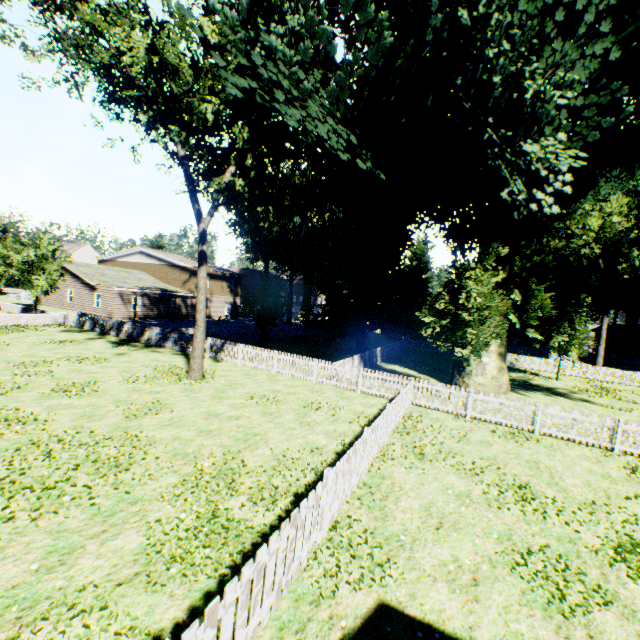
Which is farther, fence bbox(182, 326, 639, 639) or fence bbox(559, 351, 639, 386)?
fence bbox(559, 351, 639, 386)

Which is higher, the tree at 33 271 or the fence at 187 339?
the tree at 33 271

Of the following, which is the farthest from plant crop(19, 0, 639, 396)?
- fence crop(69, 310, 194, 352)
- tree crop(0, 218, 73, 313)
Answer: tree crop(0, 218, 73, 313)

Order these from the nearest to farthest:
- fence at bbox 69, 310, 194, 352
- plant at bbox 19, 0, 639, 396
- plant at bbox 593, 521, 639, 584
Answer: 1. plant at bbox 593, 521, 639, 584
2. plant at bbox 19, 0, 639, 396
3. fence at bbox 69, 310, 194, 352

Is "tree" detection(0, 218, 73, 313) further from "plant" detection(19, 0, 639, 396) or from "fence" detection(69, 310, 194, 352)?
"plant" detection(19, 0, 639, 396)

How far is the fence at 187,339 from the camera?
21.2m

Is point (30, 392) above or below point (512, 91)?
below
